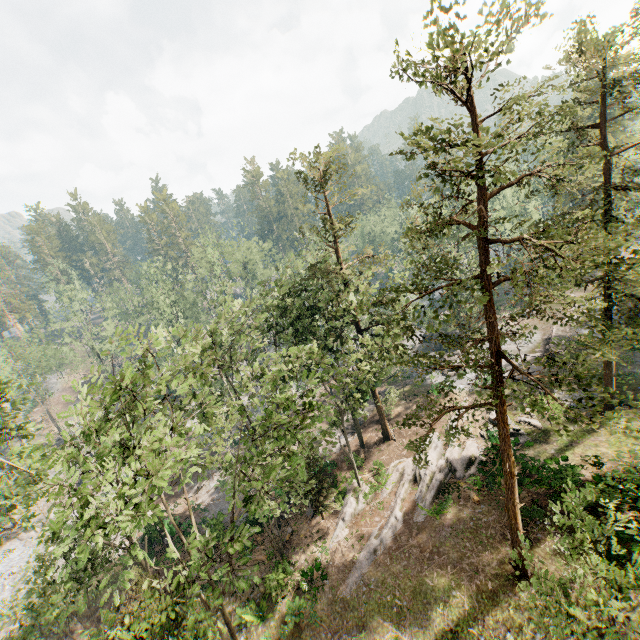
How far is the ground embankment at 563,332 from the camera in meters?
34.0 m

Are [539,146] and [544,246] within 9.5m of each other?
yes

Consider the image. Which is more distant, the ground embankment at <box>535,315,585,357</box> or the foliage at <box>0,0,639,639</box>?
the ground embankment at <box>535,315,585,357</box>

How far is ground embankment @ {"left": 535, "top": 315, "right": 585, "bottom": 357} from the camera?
34.0 meters

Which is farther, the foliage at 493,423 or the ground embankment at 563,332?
the ground embankment at 563,332
